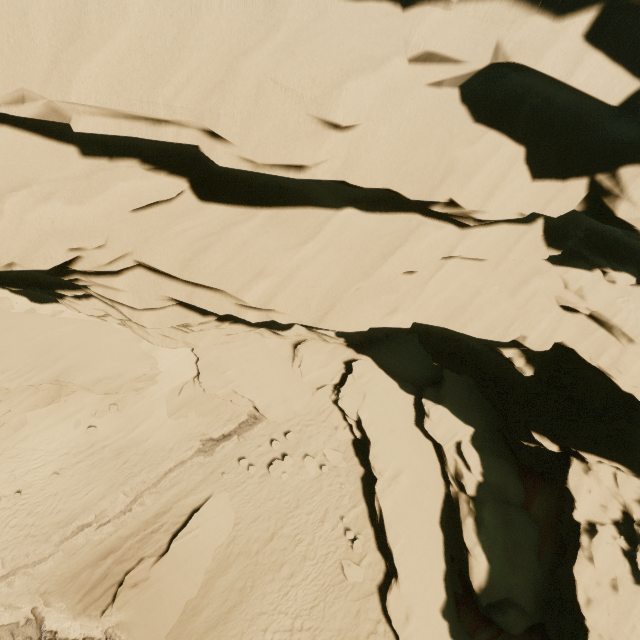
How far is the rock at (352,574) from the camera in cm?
1348

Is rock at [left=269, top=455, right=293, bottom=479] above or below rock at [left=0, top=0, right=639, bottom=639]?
below

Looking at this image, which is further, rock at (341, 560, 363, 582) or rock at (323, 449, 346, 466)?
rock at (323, 449, 346, 466)

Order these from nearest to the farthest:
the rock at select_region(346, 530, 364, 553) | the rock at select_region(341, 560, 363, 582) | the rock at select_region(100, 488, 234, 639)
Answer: the rock at select_region(100, 488, 234, 639)
the rock at select_region(341, 560, 363, 582)
the rock at select_region(346, 530, 364, 553)

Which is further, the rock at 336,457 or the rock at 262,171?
the rock at 336,457

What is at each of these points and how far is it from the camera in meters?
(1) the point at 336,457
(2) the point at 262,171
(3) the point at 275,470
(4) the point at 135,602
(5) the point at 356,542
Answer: (1) rock, 17.0 m
(2) rock, 6.1 m
(3) rock, 16.5 m
(4) rock, 12.9 m
(5) rock, 14.3 m

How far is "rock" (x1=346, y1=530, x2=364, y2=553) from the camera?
14.2 meters
